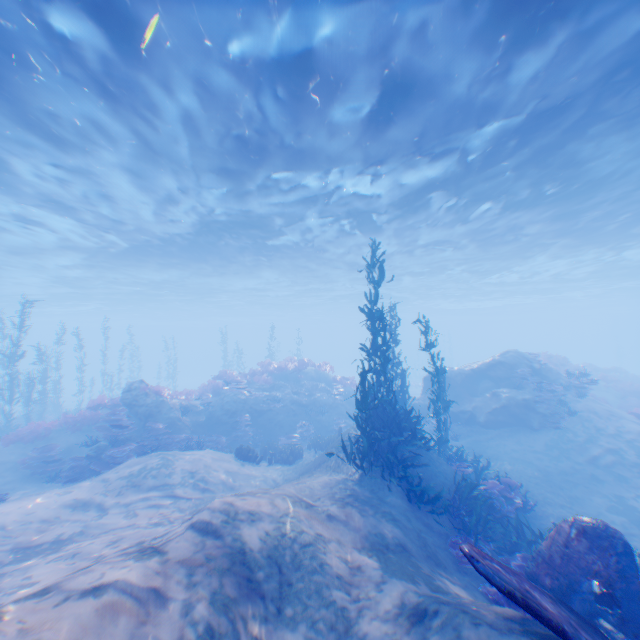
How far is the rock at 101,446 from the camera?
12.4 meters

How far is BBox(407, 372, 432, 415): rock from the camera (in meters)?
19.61

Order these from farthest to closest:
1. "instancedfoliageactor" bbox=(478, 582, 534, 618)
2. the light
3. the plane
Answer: the light < "instancedfoliageactor" bbox=(478, 582, 534, 618) < the plane

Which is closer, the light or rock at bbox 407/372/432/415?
the light

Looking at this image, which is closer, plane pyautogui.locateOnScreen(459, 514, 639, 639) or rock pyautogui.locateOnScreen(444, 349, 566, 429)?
plane pyautogui.locateOnScreen(459, 514, 639, 639)

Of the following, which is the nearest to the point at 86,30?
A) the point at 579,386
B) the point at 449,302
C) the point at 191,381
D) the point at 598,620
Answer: the point at 598,620

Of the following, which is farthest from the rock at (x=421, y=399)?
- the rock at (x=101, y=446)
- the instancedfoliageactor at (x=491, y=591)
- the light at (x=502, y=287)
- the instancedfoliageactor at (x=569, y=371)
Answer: the rock at (x=101, y=446)

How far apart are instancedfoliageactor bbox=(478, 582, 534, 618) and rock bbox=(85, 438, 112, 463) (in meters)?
12.90
